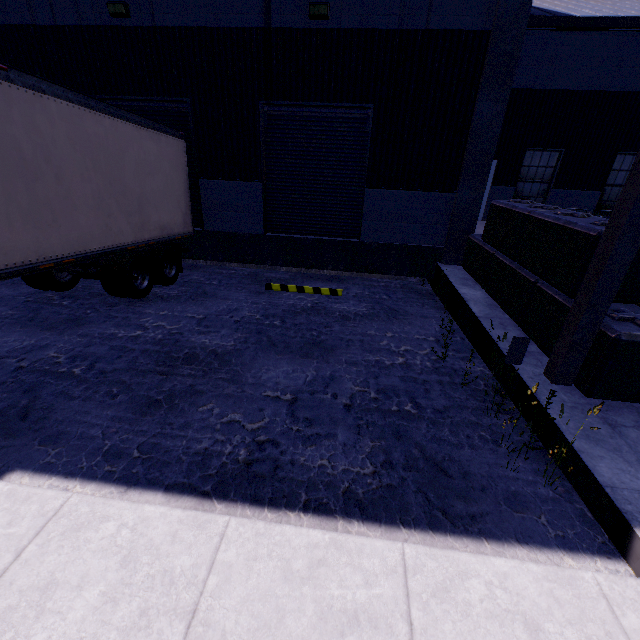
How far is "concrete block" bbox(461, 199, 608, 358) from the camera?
4.6 meters

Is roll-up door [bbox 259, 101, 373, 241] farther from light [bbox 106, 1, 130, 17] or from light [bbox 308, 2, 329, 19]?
light [bbox 106, 1, 130, 17]

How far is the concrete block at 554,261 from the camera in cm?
461

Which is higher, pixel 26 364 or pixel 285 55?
pixel 285 55

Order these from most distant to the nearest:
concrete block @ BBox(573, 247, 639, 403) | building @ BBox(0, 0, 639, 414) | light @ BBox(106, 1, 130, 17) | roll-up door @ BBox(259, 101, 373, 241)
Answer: roll-up door @ BBox(259, 101, 373, 241)
light @ BBox(106, 1, 130, 17)
building @ BBox(0, 0, 639, 414)
concrete block @ BBox(573, 247, 639, 403)

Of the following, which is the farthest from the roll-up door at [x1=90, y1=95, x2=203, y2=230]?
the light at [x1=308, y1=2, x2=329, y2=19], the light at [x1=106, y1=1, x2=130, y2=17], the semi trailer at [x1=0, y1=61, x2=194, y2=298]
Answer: the light at [x1=308, y1=2, x2=329, y2=19]

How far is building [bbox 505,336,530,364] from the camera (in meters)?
4.63

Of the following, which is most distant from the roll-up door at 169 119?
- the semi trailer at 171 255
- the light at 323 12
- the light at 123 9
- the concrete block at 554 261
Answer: the concrete block at 554 261
